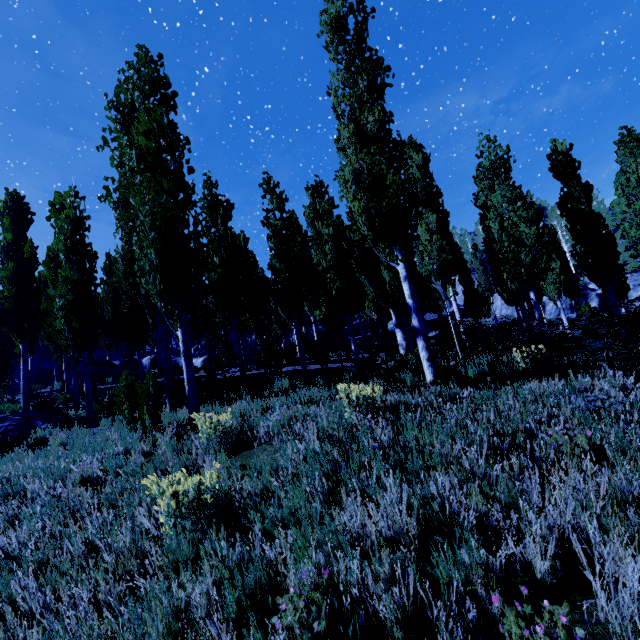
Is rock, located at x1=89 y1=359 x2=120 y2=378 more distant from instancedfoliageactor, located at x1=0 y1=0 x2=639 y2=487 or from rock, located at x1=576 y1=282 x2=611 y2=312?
rock, located at x1=576 y1=282 x2=611 y2=312

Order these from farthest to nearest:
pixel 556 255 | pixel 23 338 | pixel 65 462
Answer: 1. pixel 556 255
2. pixel 23 338
3. pixel 65 462

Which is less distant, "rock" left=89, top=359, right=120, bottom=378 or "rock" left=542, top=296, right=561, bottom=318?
"rock" left=89, top=359, right=120, bottom=378

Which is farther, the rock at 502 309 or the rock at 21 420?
the rock at 502 309

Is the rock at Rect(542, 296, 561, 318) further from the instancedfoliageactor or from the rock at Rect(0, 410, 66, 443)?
the rock at Rect(0, 410, 66, 443)

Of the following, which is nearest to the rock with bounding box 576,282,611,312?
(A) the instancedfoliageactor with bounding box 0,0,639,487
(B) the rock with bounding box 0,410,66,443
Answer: (A) the instancedfoliageactor with bounding box 0,0,639,487

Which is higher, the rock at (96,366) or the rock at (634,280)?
the rock at (96,366)
